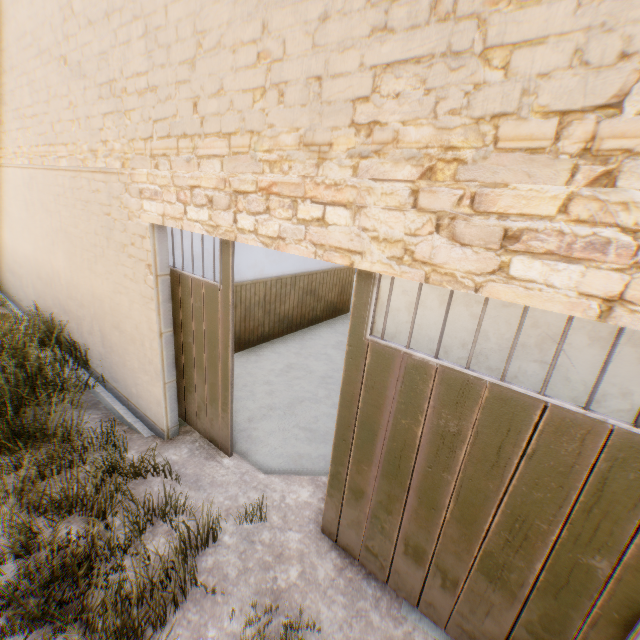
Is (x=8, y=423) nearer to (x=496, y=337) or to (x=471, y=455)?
(x=471, y=455)

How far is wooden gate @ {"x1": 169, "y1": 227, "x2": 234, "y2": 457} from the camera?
3.38m

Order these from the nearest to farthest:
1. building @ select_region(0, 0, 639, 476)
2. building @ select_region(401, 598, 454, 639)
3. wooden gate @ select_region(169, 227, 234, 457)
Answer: building @ select_region(0, 0, 639, 476), building @ select_region(401, 598, 454, 639), wooden gate @ select_region(169, 227, 234, 457)

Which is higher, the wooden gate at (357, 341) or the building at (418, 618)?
the wooden gate at (357, 341)

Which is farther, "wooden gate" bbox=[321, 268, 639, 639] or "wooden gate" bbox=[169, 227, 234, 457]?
"wooden gate" bbox=[169, 227, 234, 457]

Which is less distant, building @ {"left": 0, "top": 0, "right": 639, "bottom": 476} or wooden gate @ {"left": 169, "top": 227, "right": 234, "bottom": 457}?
building @ {"left": 0, "top": 0, "right": 639, "bottom": 476}

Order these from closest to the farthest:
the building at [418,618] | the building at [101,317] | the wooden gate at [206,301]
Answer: the building at [101,317] < the building at [418,618] < the wooden gate at [206,301]
